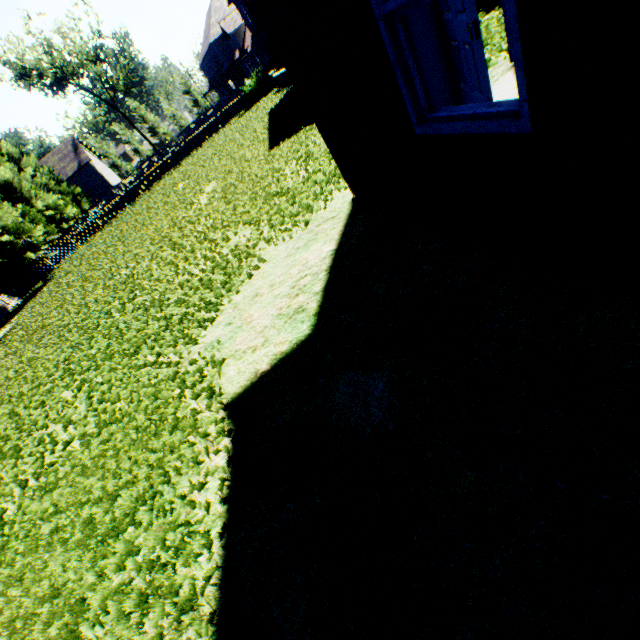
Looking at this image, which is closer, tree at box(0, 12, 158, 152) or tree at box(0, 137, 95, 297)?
tree at box(0, 137, 95, 297)

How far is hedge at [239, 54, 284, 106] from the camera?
23.6 meters

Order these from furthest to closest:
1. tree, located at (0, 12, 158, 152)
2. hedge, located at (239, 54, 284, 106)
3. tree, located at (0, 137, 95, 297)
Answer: tree, located at (0, 12, 158, 152)
hedge, located at (239, 54, 284, 106)
tree, located at (0, 137, 95, 297)

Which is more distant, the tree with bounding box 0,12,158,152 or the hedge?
the tree with bounding box 0,12,158,152

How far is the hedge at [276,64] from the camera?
23.6m

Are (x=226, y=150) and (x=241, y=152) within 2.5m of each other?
no

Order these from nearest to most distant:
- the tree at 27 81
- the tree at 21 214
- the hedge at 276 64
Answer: the tree at 21 214 < the hedge at 276 64 < the tree at 27 81
